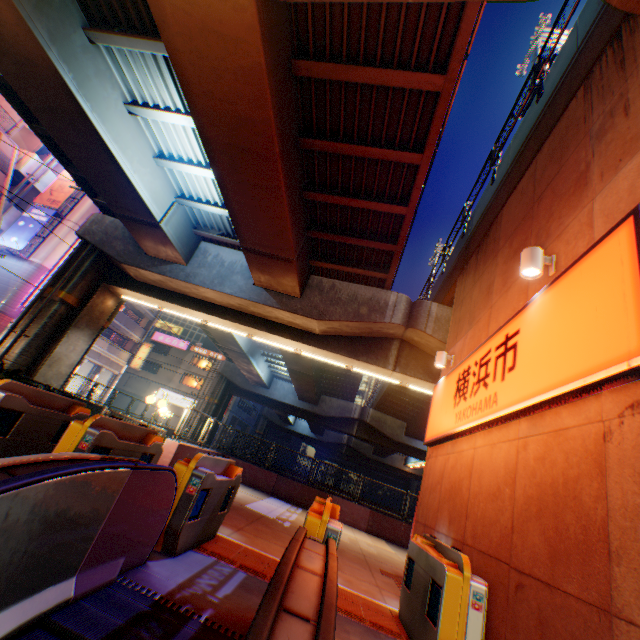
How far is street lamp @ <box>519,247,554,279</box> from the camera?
4.7m

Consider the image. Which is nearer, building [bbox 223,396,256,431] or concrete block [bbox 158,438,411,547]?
concrete block [bbox 158,438,411,547]

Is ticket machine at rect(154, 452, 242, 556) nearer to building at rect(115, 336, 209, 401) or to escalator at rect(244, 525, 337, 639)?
escalator at rect(244, 525, 337, 639)

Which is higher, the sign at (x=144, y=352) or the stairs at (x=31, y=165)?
the stairs at (x=31, y=165)

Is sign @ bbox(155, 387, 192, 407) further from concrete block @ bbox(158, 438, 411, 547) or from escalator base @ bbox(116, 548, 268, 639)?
escalator base @ bbox(116, 548, 268, 639)

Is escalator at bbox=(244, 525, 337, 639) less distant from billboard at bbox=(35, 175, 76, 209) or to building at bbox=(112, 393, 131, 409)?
billboard at bbox=(35, 175, 76, 209)

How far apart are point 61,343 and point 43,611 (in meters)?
15.55

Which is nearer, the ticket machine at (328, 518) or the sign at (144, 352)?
the ticket machine at (328, 518)
